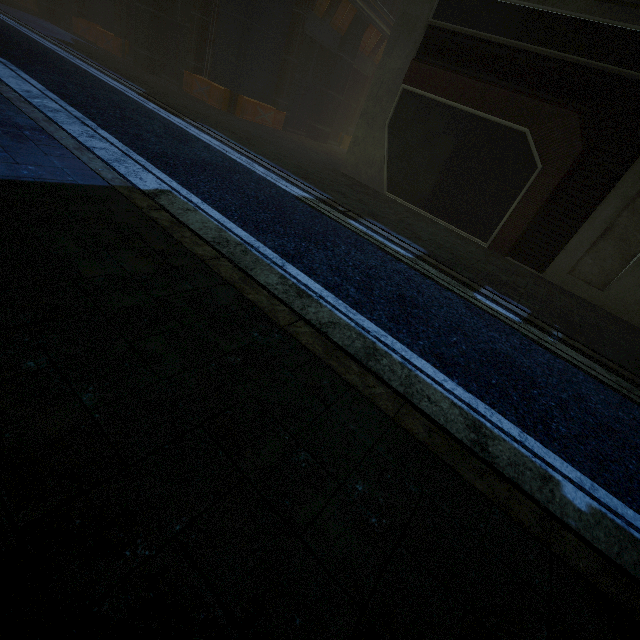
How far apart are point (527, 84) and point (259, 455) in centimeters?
1180cm
